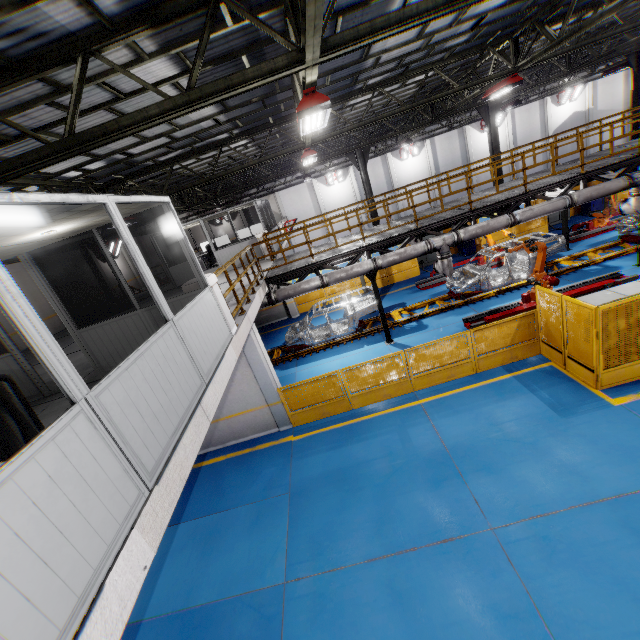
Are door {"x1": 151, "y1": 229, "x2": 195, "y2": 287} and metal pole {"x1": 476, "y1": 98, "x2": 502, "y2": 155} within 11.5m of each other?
no

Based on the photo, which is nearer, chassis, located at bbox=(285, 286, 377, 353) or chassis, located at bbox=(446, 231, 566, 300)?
chassis, located at bbox=(446, 231, 566, 300)

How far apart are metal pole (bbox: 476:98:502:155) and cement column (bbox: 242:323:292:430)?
17.7m

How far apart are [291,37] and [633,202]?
13.0 meters

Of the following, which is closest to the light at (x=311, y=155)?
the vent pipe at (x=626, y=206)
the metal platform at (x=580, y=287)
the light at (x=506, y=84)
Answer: the vent pipe at (x=626, y=206)

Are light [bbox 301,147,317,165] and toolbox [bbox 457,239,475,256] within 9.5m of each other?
no

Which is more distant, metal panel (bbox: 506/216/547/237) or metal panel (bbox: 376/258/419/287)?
metal panel (bbox: 376/258/419/287)

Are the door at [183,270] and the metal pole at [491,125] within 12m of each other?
no
